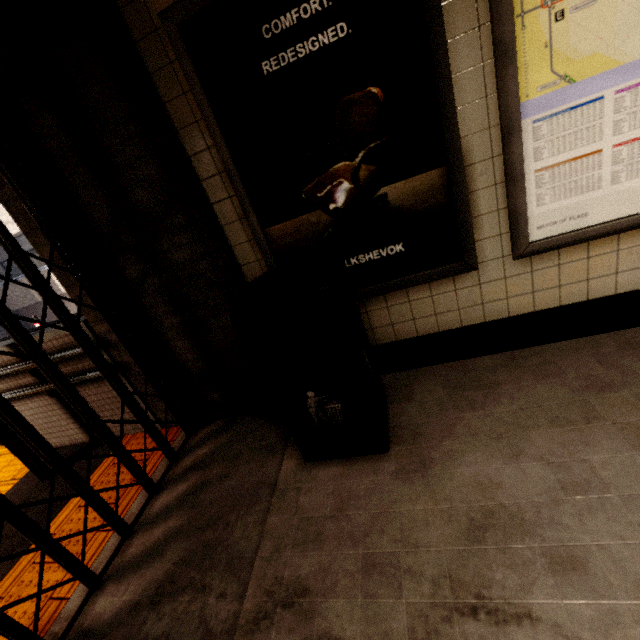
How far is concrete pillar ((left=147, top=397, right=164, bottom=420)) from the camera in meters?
2.8 m

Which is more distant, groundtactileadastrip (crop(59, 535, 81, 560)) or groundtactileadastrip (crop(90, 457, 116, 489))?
groundtactileadastrip (crop(90, 457, 116, 489))

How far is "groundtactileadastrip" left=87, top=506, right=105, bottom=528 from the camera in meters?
2.2

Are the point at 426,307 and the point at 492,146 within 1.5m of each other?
yes

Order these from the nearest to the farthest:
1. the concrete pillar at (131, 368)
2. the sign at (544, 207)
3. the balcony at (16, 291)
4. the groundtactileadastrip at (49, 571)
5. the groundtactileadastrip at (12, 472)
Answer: the sign at (544, 207) < the groundtactileadastrip at (49, 571) < the concrete pillar at (131, 368) < the groundtactileadastrip at (12, 472) < the balcony at (16, 291)

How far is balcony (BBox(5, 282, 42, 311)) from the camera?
15.41m

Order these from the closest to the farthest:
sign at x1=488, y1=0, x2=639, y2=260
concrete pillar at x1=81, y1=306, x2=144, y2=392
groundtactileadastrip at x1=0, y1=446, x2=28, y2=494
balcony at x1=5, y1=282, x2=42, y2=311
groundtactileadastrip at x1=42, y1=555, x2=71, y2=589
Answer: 1. sign at x1=488, y1=0, x2=639, y2=260
2. groundtactileadastrip at x1=42, y1=555, x2=71, y2=589
3. concrete pillar at x1=81, y1=306, x2=144, y2=392
4. groundtactileadastrip at x1=0, y1=446, x2=28, y2=494
5. balcony at x1=5, y1=282, x2=42, y2=311

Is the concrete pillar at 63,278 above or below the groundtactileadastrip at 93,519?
above
